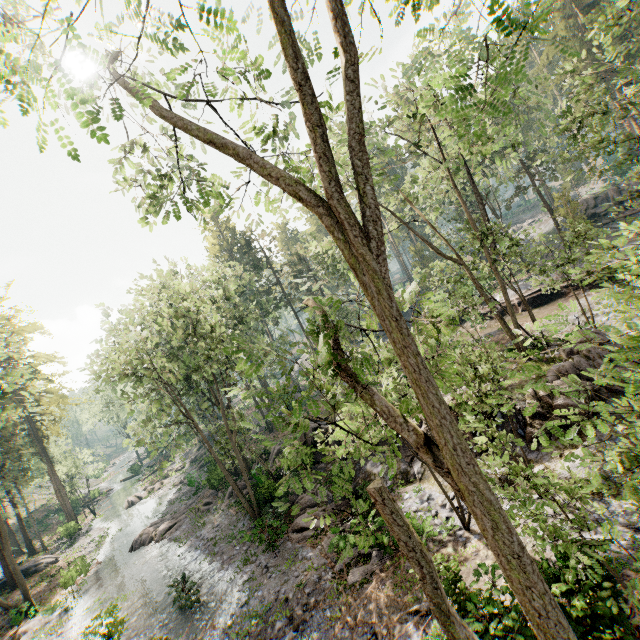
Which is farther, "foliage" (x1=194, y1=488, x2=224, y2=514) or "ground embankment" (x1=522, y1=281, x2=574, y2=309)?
"foliage" (x1=194, y1=488, x2=224, y2=514)

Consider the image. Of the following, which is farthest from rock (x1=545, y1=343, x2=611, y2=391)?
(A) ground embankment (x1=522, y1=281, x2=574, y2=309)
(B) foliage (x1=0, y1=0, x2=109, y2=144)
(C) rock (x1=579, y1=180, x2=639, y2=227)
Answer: (C) rock (x1=579, y1=180, x2=639, y2=227)

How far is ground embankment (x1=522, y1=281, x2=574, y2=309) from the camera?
26.5m

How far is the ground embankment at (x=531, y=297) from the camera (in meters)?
26.48

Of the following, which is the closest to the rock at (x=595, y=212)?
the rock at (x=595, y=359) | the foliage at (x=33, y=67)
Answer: the foliage at (x=33, y=67)

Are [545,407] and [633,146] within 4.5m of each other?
no

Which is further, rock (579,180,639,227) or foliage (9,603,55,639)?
rock (579,180,639,227)
